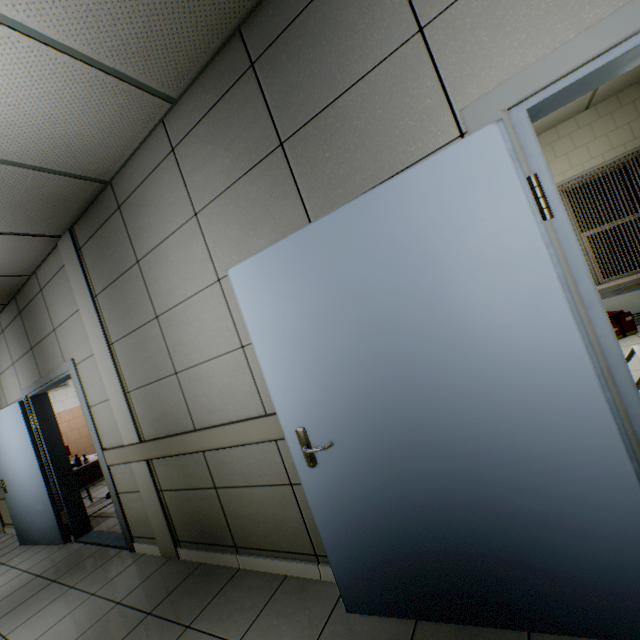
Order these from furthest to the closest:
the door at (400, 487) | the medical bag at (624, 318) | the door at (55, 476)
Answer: the medical bag at (624, 318)
the door at (55, 476)
the door at (400, 487)

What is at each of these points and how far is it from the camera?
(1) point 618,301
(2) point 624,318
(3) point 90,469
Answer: (1) radiator, 4.82m
(2) medical bag, 4.51m
(3) laboratory table, 4.92m

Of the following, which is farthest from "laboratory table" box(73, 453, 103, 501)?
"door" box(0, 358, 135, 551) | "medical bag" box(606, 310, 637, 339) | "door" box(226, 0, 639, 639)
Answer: "medical bag" box(606, 310, 637, 339)

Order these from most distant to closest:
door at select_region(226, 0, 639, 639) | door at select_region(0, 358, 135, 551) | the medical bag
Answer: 1. the medical bag
2. door at select_region(0, 358, 135, 551)
3. door at select_region(226, 0, 639, 639)

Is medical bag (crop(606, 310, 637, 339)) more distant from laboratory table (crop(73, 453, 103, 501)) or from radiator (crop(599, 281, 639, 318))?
laboratory table (crop(73, 453, 103, 501))

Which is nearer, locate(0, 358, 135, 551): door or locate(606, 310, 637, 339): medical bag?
locate(0, 358, 135, 551): door

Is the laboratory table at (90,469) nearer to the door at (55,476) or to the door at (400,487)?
the door at (55,476)

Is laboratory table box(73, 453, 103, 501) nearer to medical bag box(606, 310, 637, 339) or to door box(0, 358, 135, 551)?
Answer: door box(0, 358, 135, 551)
